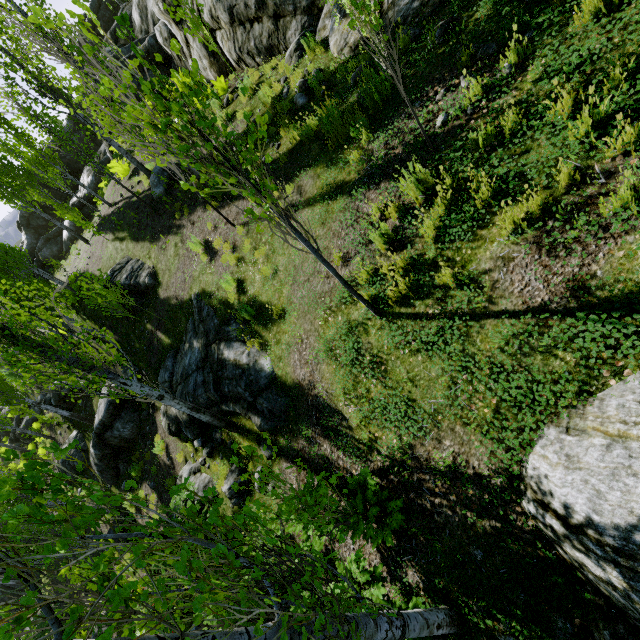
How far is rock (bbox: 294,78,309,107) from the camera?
7.79m

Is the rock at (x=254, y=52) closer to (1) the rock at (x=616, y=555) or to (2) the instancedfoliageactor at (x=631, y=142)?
(2) the instancedfoliageactor at (x=631, y=142)

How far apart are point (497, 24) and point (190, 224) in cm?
919

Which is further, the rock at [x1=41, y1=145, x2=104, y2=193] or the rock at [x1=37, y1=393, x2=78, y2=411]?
the rock at [x1=41, y1=145, x2=104, y2=193]

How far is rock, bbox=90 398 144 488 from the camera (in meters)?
13.26

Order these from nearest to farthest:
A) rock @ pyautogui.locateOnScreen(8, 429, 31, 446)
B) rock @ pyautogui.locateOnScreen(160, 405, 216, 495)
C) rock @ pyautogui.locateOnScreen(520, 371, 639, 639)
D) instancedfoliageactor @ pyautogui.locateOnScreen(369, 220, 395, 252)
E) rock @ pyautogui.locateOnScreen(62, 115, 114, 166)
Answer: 1. rock @ pyautogui.locateOnScreen(520, 371, 639, 639)
2. instancedfoliageactor @ pyautogui.locateOnScreen(369, 220, 395, 252)
3. rock @ pyautogui.locateOnScreen(160, 405, 216, 495)
4. rock @ pyautogui.locateOnScreen(62, 115, 114, 166)
5. rock @ pyautogui.locateOnScreen(8, 429, 31, 446)

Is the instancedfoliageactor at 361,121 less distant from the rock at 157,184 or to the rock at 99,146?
the rock at 157,184

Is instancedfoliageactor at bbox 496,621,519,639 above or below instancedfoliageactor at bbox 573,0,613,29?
below
